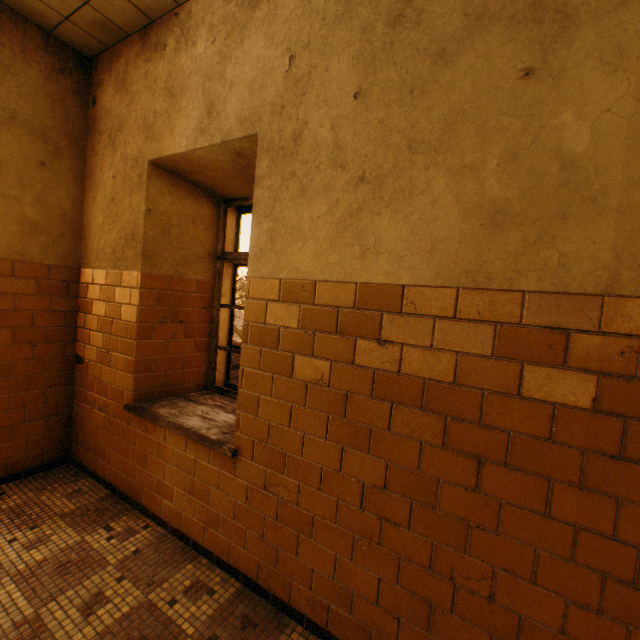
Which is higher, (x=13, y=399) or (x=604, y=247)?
(x=604, y=247)
